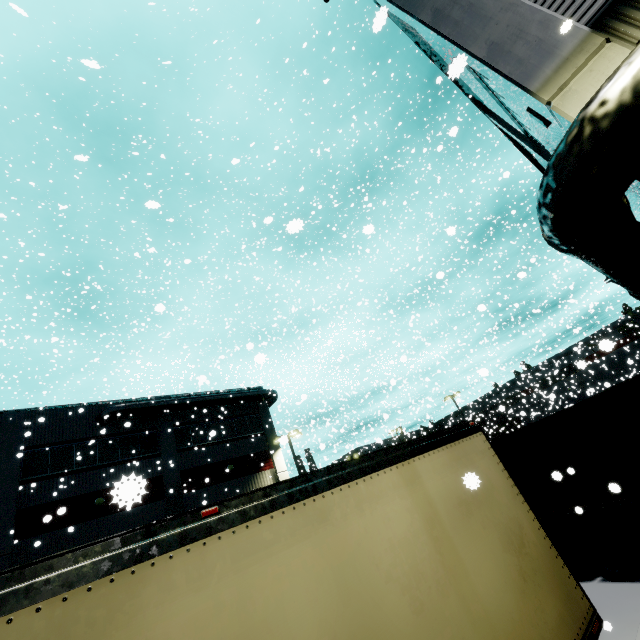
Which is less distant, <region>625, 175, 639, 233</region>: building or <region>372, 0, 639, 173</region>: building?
<region>372, 0, 639, 173</region>: building

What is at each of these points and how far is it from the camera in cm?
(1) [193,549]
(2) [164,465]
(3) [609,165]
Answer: (1) semi trailer, 241
(2) building, 2125
(3) pipe, 390

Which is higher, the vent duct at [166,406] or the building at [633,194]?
the vent duct at [166,406]

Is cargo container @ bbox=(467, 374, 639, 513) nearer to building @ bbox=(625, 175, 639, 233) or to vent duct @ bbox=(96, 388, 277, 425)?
building @ bbox=(625, 175, 639, 233)

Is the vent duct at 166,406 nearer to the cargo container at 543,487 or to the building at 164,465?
the building at 164,465

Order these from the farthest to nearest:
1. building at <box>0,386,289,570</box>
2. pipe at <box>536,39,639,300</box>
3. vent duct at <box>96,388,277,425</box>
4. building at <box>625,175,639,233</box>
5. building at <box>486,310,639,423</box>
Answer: building at <box>486,310,639,423</box> < vent duct at <box>96,388,277,425</box> < building at <box>0,386,289,570</box> < building at <box>625,175,639,233</box> < pipe at <box>536,39,639,300</box>

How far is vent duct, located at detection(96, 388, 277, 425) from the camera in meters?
20.8
